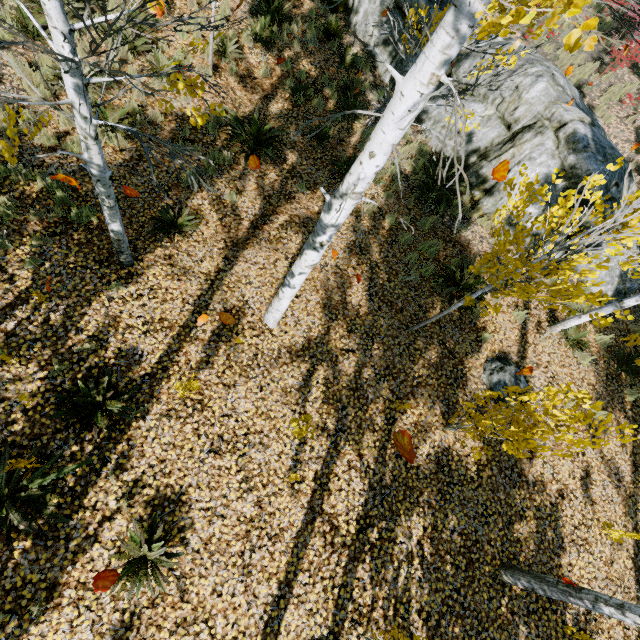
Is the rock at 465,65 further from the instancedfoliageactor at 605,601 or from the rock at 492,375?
the rock at 492,375

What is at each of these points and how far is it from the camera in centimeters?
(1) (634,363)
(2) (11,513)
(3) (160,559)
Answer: (1) instancedfoliageactor, 758cm
(2) instancedfoliageactor, 372cm
(3) instancedfoliageactor, 405cm

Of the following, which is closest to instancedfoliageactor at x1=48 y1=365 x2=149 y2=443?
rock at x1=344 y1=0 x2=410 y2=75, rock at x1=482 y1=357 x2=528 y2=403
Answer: rock at x1=344 y1=0 x2=410 y2=75

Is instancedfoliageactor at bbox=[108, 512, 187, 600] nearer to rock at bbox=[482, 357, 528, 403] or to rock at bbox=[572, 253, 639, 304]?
rock at bbox=[572, 253, 639, 304]

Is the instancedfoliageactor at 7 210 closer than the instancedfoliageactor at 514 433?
→ No

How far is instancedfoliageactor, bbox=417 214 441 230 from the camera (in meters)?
8.08

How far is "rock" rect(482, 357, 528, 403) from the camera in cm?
657

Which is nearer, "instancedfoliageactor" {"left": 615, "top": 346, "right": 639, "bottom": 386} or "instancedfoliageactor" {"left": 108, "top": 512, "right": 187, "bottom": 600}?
"instancedfoliageactor" {"left": 108, "top": 512, "right": 187, "bottom": 600}
